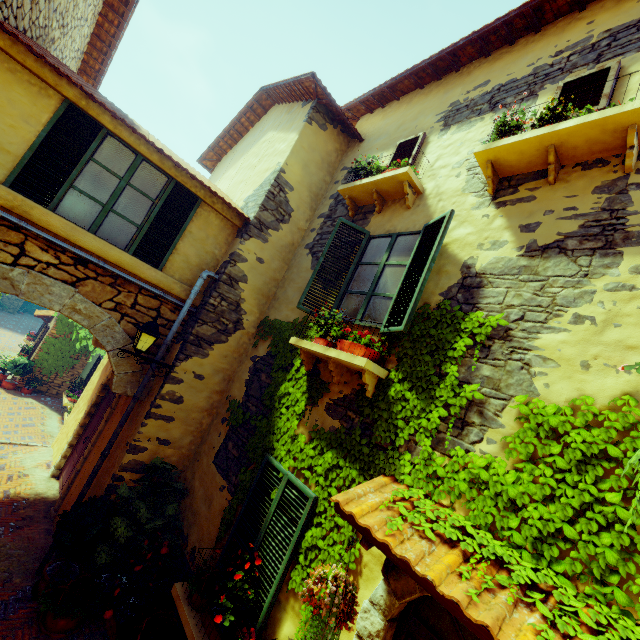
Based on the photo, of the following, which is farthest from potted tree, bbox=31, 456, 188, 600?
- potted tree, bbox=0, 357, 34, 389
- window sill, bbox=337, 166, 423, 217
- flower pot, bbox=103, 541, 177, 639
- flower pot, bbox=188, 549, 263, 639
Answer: potted tree, bbox=0, 357, 34, 389

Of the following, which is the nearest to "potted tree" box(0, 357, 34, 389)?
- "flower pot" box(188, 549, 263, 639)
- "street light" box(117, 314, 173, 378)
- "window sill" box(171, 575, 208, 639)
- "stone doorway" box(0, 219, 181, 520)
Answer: "stone doorway" box(0, 219, 181, 520)

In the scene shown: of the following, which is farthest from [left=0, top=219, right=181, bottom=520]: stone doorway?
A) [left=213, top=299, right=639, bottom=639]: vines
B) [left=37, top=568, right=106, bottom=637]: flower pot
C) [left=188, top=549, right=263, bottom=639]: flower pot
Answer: [left=188, top=549, right=263, bottom=639]: flower pot

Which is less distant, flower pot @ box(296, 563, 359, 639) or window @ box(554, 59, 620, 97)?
flower pot @ box(296, 563, 359, 639)

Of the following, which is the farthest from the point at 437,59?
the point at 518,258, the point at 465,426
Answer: the point at 465,426

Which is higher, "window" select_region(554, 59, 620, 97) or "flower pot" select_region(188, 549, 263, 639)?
"window" select_region(554, 59, 620, 97)

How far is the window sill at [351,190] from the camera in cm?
481

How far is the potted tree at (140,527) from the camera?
4.6 meters
